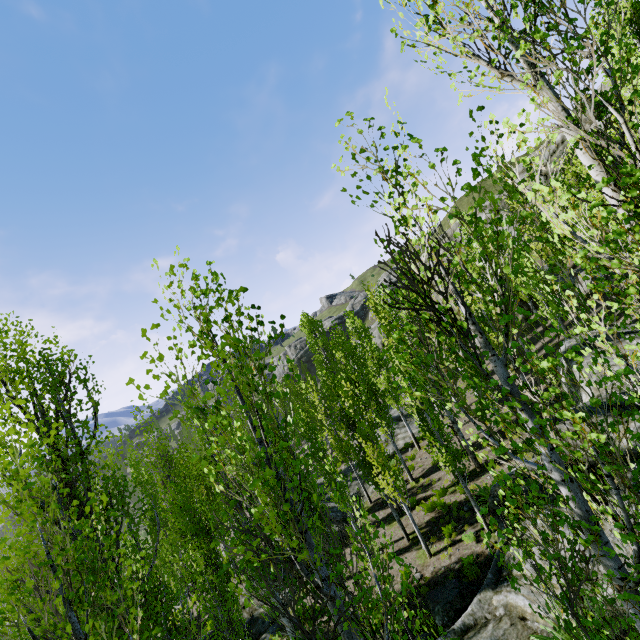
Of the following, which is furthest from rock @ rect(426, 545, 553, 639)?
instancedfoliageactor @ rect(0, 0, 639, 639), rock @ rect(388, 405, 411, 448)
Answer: rock @ rect(388, 405, 411, 448)

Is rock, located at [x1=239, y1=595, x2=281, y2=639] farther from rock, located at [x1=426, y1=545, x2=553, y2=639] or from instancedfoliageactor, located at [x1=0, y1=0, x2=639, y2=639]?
rock, located at [x1=426, y1=545, x2=553, y2=639]

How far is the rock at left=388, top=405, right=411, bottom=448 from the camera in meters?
26.0 m

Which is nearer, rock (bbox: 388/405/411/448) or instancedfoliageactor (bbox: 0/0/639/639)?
instancedfoliageactor (bbox: 0/0/639/639)

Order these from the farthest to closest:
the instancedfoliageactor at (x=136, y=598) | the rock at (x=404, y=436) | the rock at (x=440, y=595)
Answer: the rock at (x=404, y=436), the rock at (x=440, y=595), the instancedfoliageactor at (x=136, y=598)

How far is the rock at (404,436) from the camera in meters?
26.0

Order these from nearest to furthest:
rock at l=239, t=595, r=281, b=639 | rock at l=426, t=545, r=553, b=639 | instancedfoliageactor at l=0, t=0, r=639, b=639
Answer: instancedfoliageactor at l=0, t=0, r=639, b=639, rock at l=426, t=545, r=553, b=639, rock at l=239, t=595, r=281, b=639

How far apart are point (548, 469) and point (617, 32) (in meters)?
5.39
